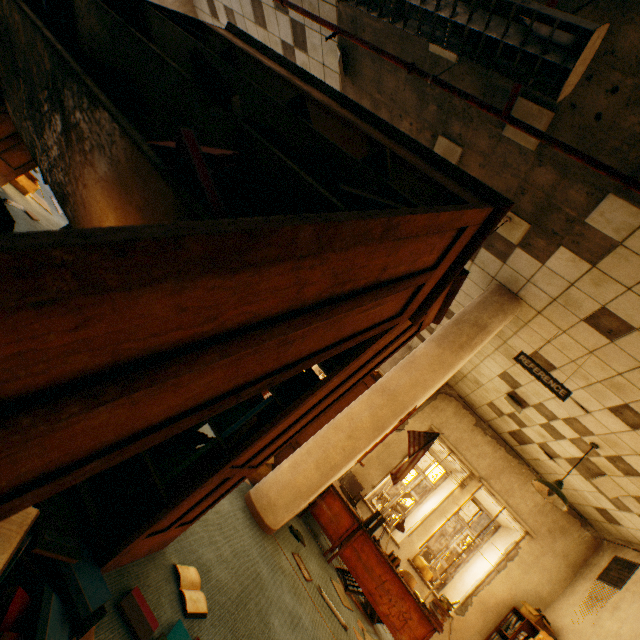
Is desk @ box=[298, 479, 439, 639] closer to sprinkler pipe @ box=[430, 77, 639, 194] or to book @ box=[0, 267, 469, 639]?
book @ box=[0, 267, 469, 639]

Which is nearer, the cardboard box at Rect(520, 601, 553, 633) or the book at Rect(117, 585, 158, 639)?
the book at Rect(117, 585, 158, 639)

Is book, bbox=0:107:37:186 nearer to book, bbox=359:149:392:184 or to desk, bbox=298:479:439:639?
book, bbox=359:149:392:184

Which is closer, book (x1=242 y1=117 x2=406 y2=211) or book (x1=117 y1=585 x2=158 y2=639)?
book (x1=242 y1=117 x2=406 y2=211)

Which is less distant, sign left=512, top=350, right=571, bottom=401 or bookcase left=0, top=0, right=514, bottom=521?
bookcase left=0, top=0, right=514, bottom=521

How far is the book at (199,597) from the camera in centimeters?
169cm

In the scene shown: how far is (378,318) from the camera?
1.3 meters

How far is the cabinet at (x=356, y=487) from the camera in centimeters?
626cm
